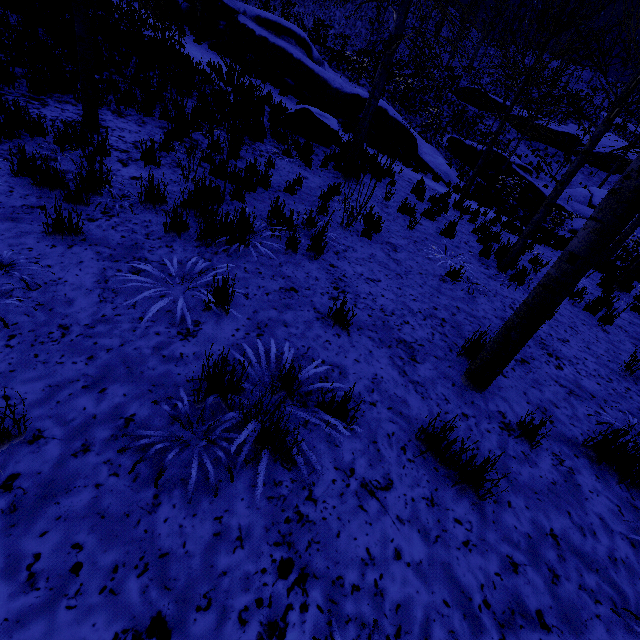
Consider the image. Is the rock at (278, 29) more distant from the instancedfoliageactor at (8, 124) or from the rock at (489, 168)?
the instancedfoliageactor at (8, 124)

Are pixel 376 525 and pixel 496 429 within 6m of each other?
yes

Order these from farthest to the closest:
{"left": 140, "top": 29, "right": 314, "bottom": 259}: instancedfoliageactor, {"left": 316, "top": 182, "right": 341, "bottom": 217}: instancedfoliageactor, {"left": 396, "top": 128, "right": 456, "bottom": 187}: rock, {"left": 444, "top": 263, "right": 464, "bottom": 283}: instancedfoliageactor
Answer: {"left": 396, "top": 128, "right": 456, "bottom": 187}: rock < {"left": 316, "top": 182, "right": 341, "bottom": 217}: instancedfoliageactor < {"left": 444, "top": 263, "right": 464, "bottom": 283}: instancedfoliageactor < {"left": 140, "top": 29, "right": 314, "bottom": 259}: instancedfoliageactor

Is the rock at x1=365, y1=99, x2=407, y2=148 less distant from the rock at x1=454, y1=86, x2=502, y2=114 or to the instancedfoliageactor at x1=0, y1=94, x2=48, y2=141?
the instancedfoliageactor at x1=0, y1=94, x2=48, y2=141

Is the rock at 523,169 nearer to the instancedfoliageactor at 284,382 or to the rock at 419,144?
the rock at 419,144

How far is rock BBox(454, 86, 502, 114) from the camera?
31.92m

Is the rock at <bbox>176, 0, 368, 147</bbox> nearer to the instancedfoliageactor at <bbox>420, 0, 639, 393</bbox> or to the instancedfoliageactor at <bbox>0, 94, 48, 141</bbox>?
the instancedfoliageactor at <bbox>420, 0, 639, 393</bbox>

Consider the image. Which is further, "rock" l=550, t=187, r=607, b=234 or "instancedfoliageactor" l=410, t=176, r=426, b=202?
"rock" l=550, t=187, r=607, b=234
